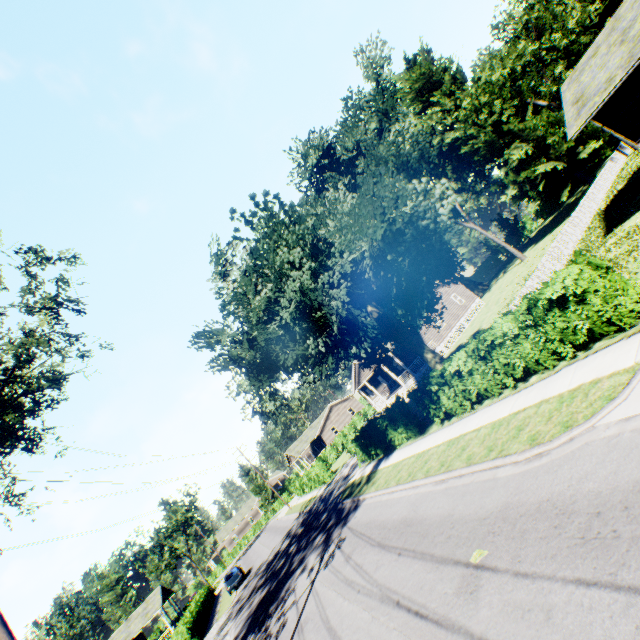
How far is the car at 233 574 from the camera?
31.2 meters

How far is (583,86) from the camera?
14.1 meters

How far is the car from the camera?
31.2 meters

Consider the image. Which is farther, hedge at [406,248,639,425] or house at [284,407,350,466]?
house at [284,407,350,466]

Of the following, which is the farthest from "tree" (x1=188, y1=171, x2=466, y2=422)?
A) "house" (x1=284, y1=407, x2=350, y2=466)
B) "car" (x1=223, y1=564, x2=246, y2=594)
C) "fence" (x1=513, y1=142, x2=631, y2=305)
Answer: "house" (x1=284, y1=407, x2=350, y2=466)

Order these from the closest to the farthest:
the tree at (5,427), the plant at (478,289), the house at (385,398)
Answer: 1. the tree at (5,427)
2. the house at (385,398)
3. the plant at (478,289)

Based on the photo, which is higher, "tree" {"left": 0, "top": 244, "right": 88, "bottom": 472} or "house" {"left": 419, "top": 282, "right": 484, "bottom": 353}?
"tree" {"left": 0, "top": 244, "right": 88, "bottom": 472}

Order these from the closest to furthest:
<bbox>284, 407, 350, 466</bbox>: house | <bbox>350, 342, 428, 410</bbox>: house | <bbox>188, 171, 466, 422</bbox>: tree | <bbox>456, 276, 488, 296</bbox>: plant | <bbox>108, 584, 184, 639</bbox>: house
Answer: <bbox>188, 171, 466, 422</bbox>: tree
<bbox>350, 342, 428, 410</bbox>: house
<bbox>108, 584, 184, 639</bbox>: house
<bbox>456, 276, 488, 296</bbox>: plant
<bbox>284, 407, 350, 466</bbox>: house
